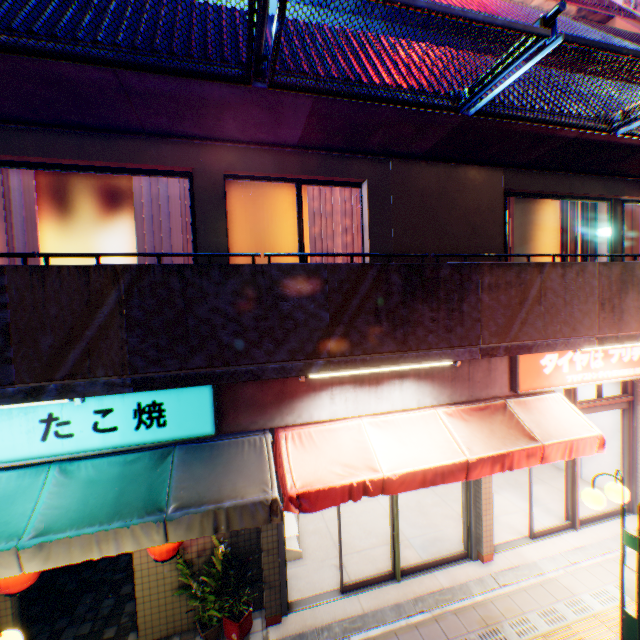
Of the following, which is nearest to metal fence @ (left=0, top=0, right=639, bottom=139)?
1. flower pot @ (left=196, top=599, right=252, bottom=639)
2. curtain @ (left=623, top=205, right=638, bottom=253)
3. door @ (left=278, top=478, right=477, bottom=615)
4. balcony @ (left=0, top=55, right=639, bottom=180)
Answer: balcony @ (left=0, top=55, right=639, bottom=180)

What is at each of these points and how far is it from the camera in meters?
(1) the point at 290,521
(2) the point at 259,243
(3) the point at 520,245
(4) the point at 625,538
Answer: (1) metal shelf, 6.7
(2) window glass, 5.1
(3) window glass, 6.6
(4) street lamp, 4.4

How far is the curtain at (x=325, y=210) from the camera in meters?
5.2 m

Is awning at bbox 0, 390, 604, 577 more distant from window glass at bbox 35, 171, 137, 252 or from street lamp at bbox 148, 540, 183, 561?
window glass at bbox 35, 171, 137, 252

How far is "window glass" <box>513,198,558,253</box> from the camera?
6.6 meters

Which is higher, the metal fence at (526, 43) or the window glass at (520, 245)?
the metal fence at (526, 43)

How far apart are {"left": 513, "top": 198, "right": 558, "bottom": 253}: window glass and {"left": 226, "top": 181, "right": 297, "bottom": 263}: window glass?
3.61m

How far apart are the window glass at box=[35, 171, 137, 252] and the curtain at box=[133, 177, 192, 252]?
0.1m
